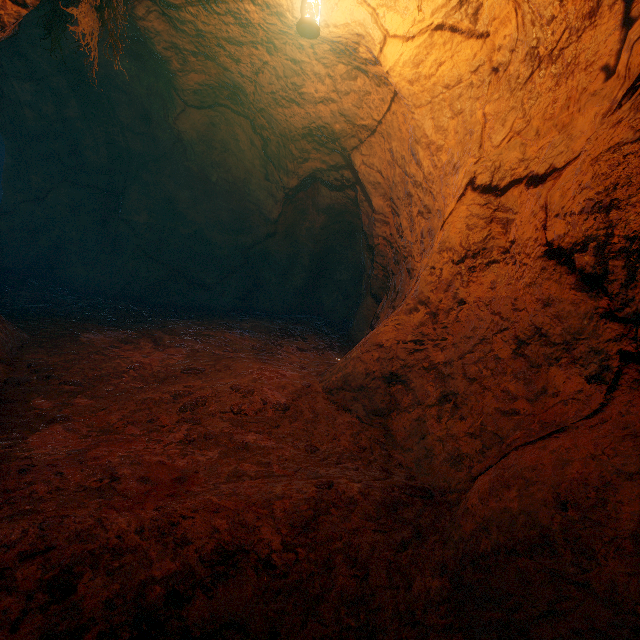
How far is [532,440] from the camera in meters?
1.7
